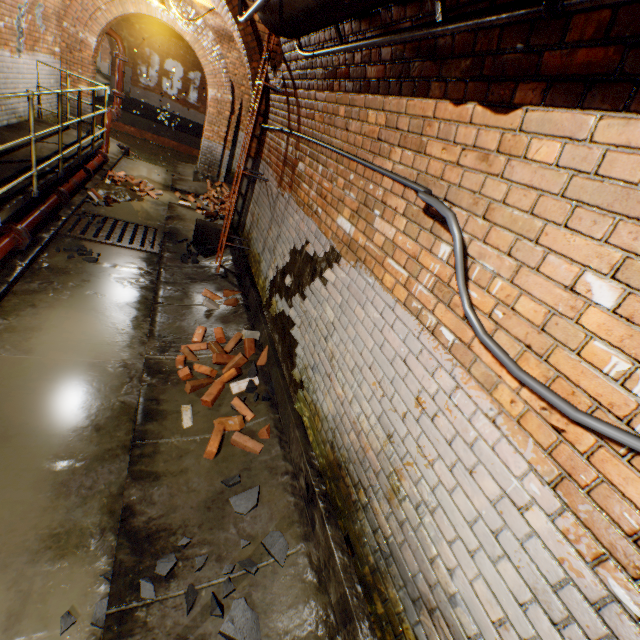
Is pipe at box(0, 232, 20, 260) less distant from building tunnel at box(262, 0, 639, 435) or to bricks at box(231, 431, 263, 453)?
building tunnel at box(262, 0, 639, 435)

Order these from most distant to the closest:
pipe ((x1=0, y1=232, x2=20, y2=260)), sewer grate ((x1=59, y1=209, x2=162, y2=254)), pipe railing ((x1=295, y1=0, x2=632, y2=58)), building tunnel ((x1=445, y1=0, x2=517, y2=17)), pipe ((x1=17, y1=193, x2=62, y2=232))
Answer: sewer grate ((x1=59, y1=209, x2=162, y2=254))
pipe ((x1=17, y1=193, x2=62, y2=232))
pipe ((x1=0, y1=232, x2=20, y2=260))
building tunnel ((x1=445, y1=0, x2=517, y2=17))
pipe railing ((x1=295, y1=0, x2=632, y2=58))

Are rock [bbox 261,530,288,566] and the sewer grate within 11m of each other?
yes

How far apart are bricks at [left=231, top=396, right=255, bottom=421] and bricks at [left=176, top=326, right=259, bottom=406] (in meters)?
0.10

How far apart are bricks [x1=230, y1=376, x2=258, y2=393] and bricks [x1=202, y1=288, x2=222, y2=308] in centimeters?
55cm

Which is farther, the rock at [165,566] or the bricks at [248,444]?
the bricks at [248,444]

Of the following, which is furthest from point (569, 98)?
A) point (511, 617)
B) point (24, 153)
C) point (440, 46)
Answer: point (24, 153)

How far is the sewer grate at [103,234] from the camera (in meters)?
5.99
